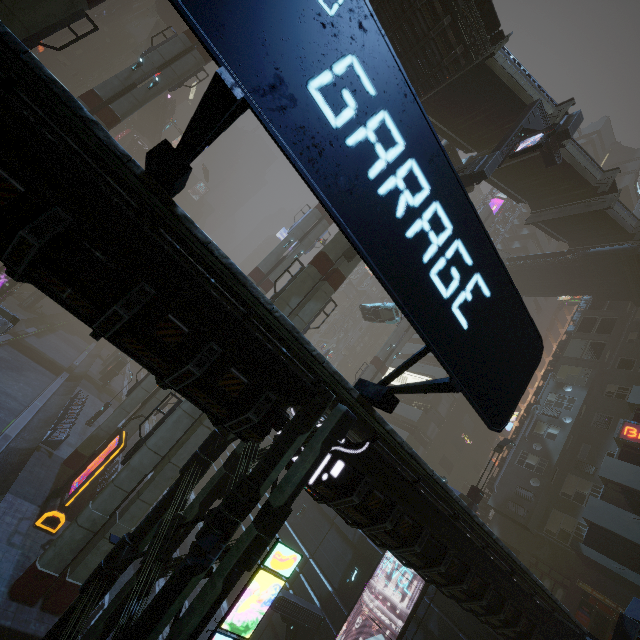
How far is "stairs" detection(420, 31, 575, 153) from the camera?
16.02m

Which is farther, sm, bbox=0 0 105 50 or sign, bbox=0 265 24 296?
sign, bbox=0 265 24 296

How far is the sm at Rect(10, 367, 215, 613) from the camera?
12.4 meters

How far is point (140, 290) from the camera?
4.6 meters

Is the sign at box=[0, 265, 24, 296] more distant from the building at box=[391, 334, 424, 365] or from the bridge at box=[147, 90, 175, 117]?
the bridge at box=[147, 90, 175, 117]

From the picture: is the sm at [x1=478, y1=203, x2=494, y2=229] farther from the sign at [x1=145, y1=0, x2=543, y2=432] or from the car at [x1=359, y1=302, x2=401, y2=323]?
the sign at [x1=145, y1=0, x2=543, y2=432]

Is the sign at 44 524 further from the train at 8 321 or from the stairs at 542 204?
the stairs at 542 204

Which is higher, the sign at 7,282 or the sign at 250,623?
the sign at 250,623
